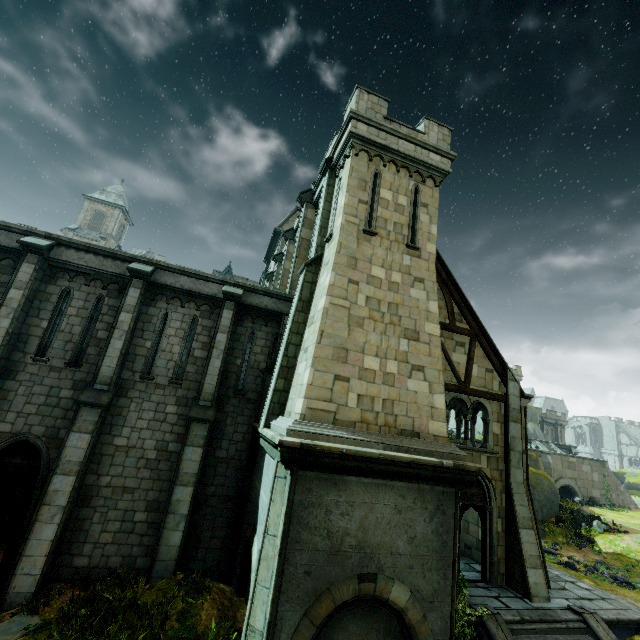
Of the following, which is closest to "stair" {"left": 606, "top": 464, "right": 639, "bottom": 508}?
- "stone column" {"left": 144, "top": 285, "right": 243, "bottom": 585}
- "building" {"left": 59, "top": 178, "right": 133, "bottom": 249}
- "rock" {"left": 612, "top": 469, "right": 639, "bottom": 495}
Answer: "rock" {"left": 612, "top": 469, "right": 639, "bottom": 495}

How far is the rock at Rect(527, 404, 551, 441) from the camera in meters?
47.1

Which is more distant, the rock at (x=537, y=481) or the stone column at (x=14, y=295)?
the rock at (x=537, y=481)

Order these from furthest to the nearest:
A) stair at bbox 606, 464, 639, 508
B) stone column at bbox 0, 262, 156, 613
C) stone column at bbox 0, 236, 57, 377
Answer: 1. stair at bbox 606, 464, 639, 508
2. stone column at bbox 0, 236, 57, 377
3. stone column at bbox 0, 262, 156, 613

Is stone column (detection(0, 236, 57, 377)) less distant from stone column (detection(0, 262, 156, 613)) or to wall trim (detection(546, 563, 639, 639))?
stone column (detection(0, 262, 156, 613))

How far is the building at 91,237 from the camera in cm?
4609

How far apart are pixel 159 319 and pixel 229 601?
8.96m

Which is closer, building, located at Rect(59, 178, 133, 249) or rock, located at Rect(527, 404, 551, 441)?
building, located at Rect(59, 178, 133, 249)
